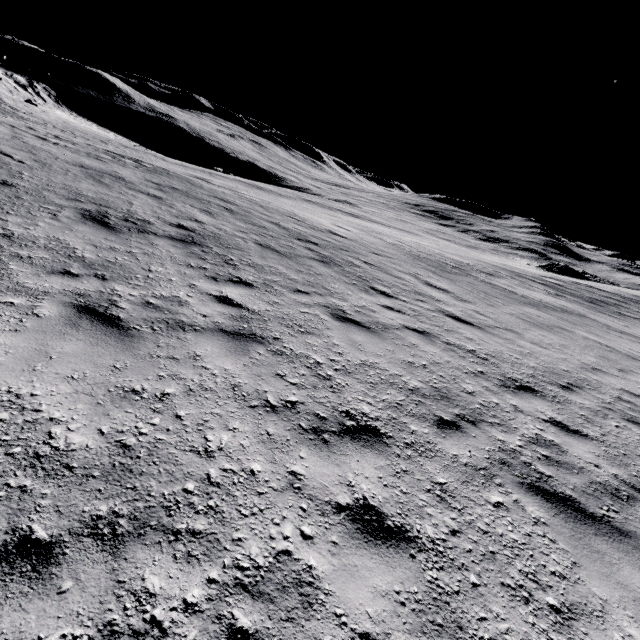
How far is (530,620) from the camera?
2.27m
